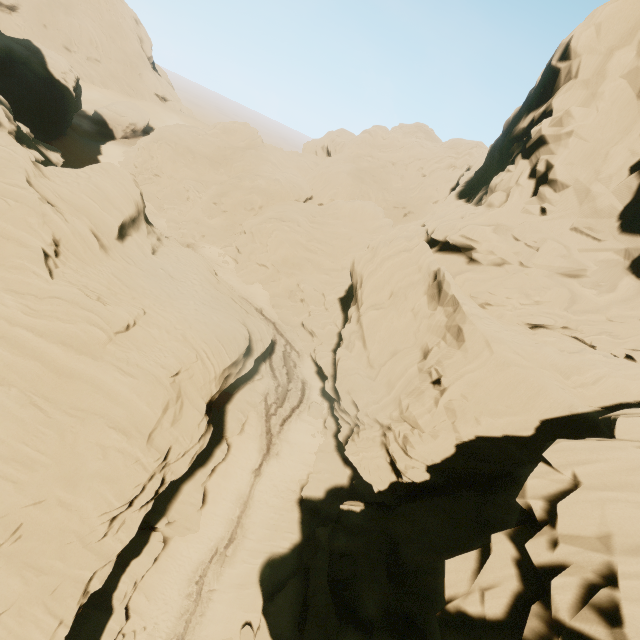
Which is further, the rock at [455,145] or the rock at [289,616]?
the rock at [289,616]

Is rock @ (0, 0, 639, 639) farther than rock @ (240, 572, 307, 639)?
No

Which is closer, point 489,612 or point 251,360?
point 489,612

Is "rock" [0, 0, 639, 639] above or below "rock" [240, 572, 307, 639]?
above

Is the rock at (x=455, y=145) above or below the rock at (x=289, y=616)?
above
